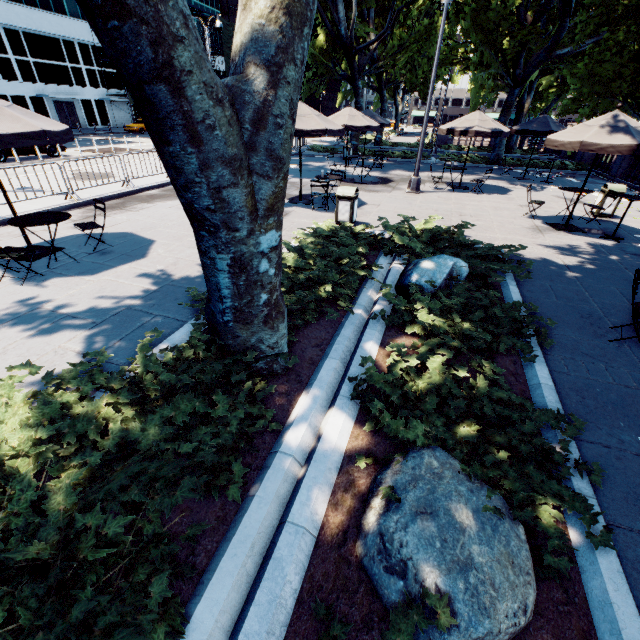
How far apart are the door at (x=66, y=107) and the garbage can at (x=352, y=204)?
47.7m

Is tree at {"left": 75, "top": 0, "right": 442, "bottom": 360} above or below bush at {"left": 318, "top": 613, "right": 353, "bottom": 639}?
above

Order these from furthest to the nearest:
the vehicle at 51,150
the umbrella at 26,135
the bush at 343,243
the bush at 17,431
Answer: the vehicle at 51,150, the umbrella at 26,135, the bush at 343,243, the bush at 17,431

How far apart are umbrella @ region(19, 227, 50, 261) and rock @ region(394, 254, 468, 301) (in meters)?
7.28

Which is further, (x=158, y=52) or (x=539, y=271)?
(x=539, y=271)

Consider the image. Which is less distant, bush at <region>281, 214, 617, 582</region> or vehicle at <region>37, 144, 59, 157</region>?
bush at <region>281, 214, 617, 582</region>

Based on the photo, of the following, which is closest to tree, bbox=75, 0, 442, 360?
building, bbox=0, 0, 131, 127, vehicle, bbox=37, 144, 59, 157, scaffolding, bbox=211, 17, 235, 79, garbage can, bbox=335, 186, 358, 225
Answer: garbage can, bbox=335, 186, 358, 225

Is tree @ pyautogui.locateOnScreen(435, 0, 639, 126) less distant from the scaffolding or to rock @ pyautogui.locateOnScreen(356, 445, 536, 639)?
rock @ pyautogui.locateOnScreen(356, 445, 536, 639)
